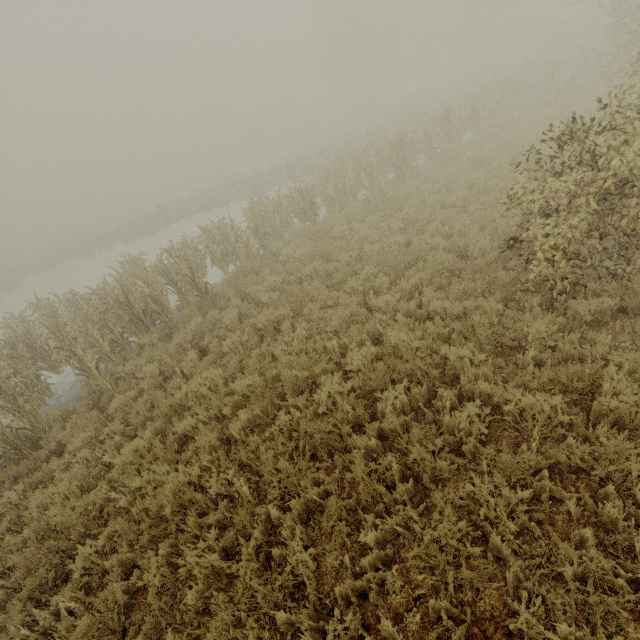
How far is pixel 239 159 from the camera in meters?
59.5 m
